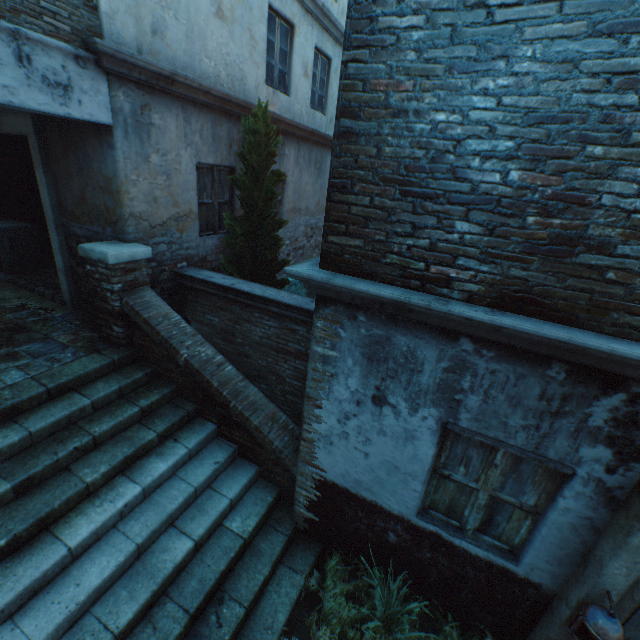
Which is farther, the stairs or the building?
the stairs

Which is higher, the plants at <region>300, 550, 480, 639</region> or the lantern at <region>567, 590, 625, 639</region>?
the lantern at <region>567, 590, 625, 639</region>

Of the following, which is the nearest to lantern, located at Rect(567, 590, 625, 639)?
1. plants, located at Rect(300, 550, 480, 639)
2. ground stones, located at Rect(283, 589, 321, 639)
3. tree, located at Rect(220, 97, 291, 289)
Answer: plants, located at Rect(300, 550, 480, 639)

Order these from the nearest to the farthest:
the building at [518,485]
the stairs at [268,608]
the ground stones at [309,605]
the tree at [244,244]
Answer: the building at [518,485]
the stairs at [268,608]
the ground stones at [309,605]
the tree at [244,244]

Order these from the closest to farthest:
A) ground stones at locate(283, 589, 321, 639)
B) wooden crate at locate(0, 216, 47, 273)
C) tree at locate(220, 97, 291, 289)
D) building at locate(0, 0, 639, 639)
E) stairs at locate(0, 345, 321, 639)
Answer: building at locate(0, 0, 639, 639) < stairs at locate(0, 345, 321, 639) < ground stones at locate(283, 589, 321, 639) < tree at locate(220, 97, 291, 289) < wooden crate at locate(0, 216, 47, 273)

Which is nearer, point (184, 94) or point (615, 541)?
point (615, 541)

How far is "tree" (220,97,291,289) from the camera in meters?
5.5

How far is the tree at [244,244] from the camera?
5.5m
